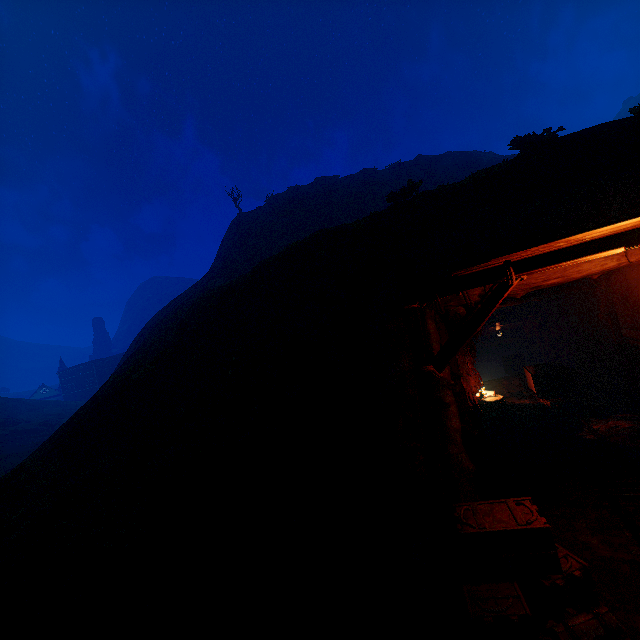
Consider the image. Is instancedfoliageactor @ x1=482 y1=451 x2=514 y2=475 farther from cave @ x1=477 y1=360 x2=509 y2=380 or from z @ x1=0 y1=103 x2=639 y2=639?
cave @ x1=477 y1=360 x2=509 y2=380

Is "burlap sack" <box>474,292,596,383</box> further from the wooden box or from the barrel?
the wooden box

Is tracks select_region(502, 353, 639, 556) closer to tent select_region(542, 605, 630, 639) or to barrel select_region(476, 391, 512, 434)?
tent select_region(542, 605, 630, 639)

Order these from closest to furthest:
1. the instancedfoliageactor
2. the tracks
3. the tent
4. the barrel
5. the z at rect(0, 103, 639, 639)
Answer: the tent < the z at rect(0, 103, 639, 639) < the tracks < the instancedfoliageactor < the barrel

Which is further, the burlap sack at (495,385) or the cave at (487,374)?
the cave at (487,374)

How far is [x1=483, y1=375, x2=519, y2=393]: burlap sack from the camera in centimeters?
1336cm

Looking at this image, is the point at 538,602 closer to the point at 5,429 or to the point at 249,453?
the point at 249,453

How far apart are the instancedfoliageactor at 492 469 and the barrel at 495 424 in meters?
1.3
